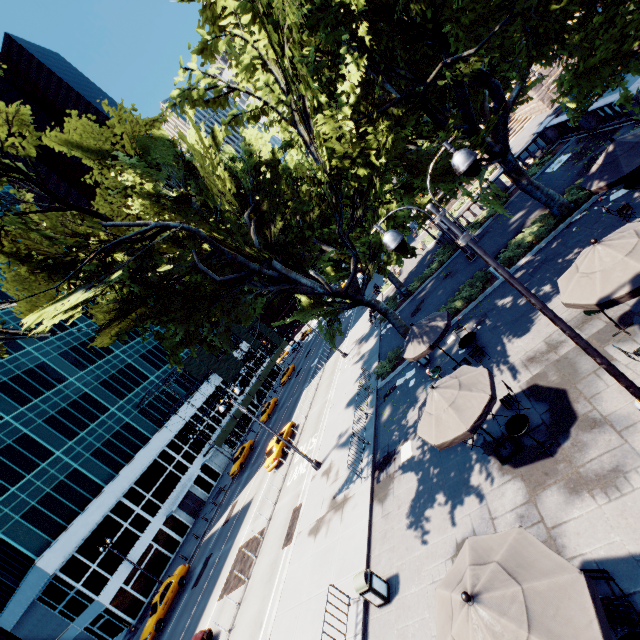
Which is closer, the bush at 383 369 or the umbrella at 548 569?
the umbrella at 548 569

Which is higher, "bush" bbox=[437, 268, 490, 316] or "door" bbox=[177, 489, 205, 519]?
"door" bbox=[177, 489, 205, 519]

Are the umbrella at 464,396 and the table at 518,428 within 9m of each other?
yes

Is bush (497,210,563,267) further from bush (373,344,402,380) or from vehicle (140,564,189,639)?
vehicle (140,564,189,639)

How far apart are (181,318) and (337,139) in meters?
12.6

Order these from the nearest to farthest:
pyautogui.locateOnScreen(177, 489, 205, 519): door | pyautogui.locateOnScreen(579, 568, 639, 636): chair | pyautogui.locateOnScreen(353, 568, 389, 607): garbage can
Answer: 1. pyautogui.locateOnScreen(579, 568, 639, 636): chair
2. pyautogui.locateOnScreen(353, 568, 389, 607): garbage can
3. pyautogui.locateOnScreen(177, 489, 205, 519): door

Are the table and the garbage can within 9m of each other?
yes

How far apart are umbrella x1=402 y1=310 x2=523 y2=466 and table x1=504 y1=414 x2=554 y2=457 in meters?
1.3 m
